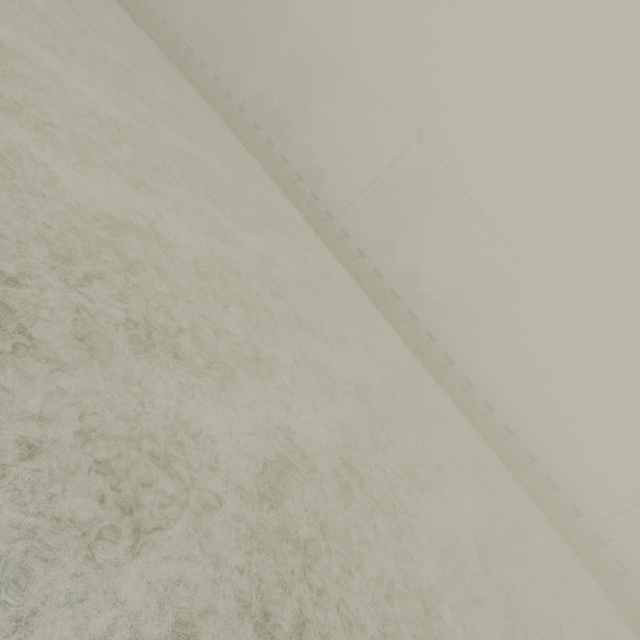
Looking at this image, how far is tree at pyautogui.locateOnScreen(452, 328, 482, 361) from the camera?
49.56m

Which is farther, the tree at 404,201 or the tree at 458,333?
the tree at 458,333

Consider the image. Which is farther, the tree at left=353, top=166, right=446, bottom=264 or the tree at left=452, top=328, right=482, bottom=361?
the tree at left=452, top=328, right=482, bottom=361

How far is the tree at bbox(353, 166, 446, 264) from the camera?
47.7 meters

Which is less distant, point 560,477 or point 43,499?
point 43,499

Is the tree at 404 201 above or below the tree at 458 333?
above

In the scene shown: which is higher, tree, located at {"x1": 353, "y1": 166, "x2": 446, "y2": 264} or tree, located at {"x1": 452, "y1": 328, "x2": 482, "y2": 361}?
tree, located at {"x1": 353, "y1": 166, "x2": 446, "y2": 264}
